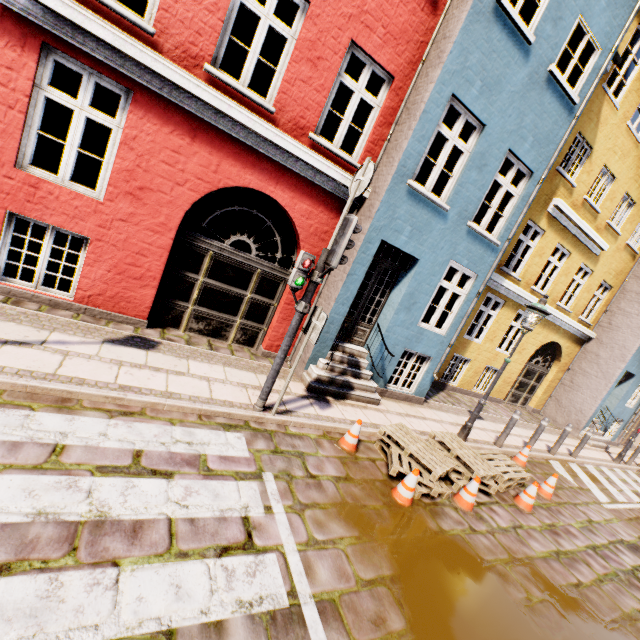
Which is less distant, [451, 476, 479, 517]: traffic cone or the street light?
[451, 476, 479, 517]: traffic cone

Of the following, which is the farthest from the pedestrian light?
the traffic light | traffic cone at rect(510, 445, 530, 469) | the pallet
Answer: traffic cone at rect(510, 445, 530, 469)

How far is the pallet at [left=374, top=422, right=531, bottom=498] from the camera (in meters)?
5.16

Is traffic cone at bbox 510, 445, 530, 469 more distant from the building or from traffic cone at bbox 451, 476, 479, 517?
traffic cone at bbox 451, 476, 479, 517

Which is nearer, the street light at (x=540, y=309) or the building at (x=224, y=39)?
the building at (x=224, y=39)

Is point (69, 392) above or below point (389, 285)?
below

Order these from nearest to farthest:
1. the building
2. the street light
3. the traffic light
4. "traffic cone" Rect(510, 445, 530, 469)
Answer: the traffic light < the building < the street light < "traffic cone" Rect(510, 445, 530, 469)

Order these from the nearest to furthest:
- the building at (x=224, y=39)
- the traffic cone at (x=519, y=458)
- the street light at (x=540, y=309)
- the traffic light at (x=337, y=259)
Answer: the traffic light at (x=337, y=259)
the building at (x=224, y=39)
the street light at (x=540, y=309)
the traffic cone at (x=519, y=458)
